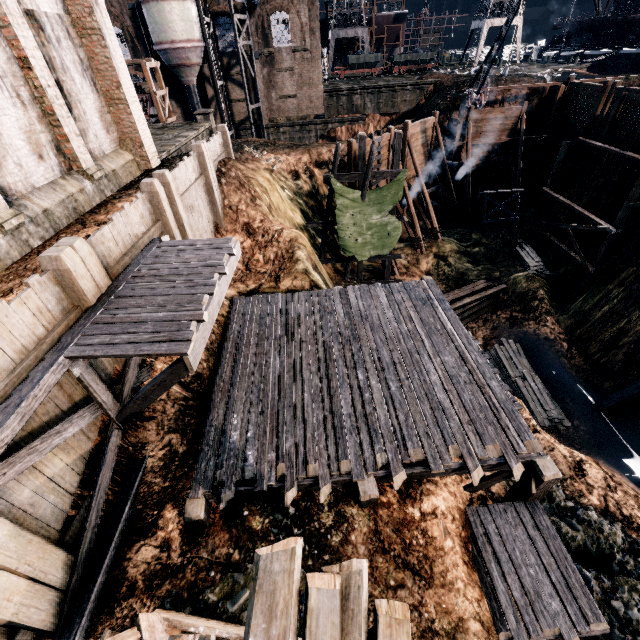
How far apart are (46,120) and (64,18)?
4.6m

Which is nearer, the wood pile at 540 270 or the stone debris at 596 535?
the stone debris at 596 535

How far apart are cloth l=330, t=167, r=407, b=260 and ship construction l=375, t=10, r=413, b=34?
60.5m

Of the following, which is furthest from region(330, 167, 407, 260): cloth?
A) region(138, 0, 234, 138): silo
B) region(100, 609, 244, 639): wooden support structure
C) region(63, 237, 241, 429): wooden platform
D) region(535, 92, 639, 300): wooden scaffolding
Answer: region(138, 0, 234, 138): silo

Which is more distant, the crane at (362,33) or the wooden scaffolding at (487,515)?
the crane at (362,33)

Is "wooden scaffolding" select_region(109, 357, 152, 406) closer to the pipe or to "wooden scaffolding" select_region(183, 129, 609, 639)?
"wooden scaffolding" select_region(183, 129, 609, 639)

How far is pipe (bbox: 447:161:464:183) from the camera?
29.30m

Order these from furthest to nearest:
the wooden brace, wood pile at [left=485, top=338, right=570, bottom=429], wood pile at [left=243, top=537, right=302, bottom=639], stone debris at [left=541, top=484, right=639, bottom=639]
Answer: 1. wood pile at [left=485, top=338, right=570, bottom=429]
2. the wooden brace
3. stone debris at [left=541, top=484, right=639, bottom=639]
4. wood pile at [left=243, top=537, right=302, bottom=639]
